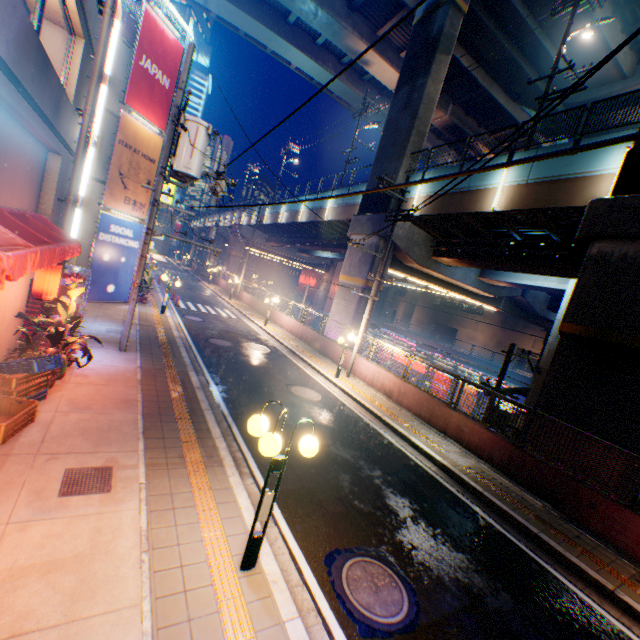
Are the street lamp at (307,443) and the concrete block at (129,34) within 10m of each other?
no

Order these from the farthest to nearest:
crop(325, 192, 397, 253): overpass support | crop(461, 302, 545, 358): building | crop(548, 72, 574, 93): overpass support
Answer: crop(461, 302, 545, 358): building → crop(548, 72, 574, 93): overpass support → crop(325, 192, 397, 253): overpass support

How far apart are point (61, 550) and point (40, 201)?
8.78m

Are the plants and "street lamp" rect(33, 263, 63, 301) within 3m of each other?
yes

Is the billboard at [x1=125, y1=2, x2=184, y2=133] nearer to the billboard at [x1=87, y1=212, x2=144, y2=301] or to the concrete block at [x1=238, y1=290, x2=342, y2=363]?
the billboard at [x1=87, y1=212, x2=144, y2=301]

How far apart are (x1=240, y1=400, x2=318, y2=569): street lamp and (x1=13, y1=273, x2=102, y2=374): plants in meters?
5.3

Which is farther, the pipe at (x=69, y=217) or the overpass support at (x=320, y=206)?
the overpass support at (x=320, y=206)

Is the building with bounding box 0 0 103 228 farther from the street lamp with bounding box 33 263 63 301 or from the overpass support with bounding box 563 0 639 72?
the overpass support with bounding box 563 0 639 72
